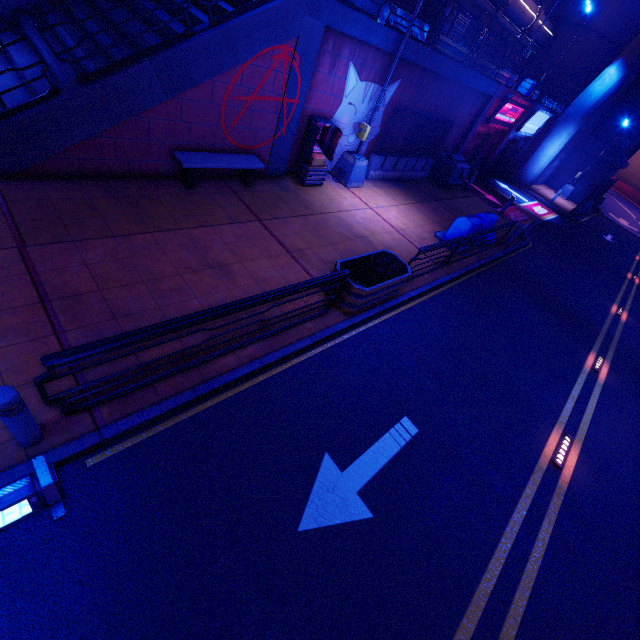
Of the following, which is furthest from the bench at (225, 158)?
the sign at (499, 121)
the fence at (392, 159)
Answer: the sign at (499, 121)

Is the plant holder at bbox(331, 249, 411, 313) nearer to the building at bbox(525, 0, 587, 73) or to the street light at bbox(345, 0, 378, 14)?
the street light at bbox(345, 0, 378, 14)

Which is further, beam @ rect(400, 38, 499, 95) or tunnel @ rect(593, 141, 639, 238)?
tunnel @ rect(593, 141, 639, 238)

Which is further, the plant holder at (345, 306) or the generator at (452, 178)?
the generator at (452, 178)

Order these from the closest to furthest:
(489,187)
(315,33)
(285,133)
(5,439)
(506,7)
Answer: (5,439) < (315,33) < (285,133) < (506,7) < (489,187)

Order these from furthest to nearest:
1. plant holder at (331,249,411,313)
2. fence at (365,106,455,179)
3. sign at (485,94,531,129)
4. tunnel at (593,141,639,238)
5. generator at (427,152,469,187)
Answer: tunnel at (593,141,639,238), sign at (485,94,531,129), generator at (427,152,469,187), fence at (365,106,455,179), plant holder at (331,249,411,313)

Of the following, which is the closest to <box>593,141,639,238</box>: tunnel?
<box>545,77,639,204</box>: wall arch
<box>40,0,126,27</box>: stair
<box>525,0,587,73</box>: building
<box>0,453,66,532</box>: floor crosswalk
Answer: <box>545,77,639,204</box>: wall arch

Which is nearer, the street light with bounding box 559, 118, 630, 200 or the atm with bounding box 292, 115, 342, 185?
the atm with bounding box 292, 115, 342, 185
